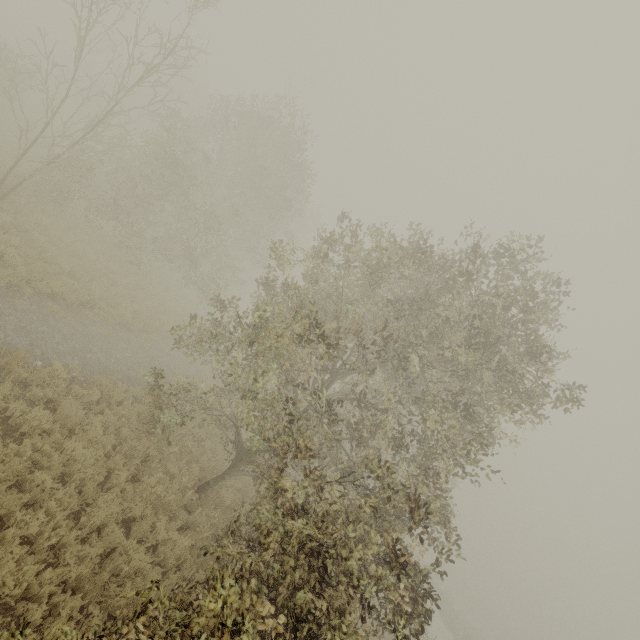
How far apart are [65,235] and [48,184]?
4.32m
